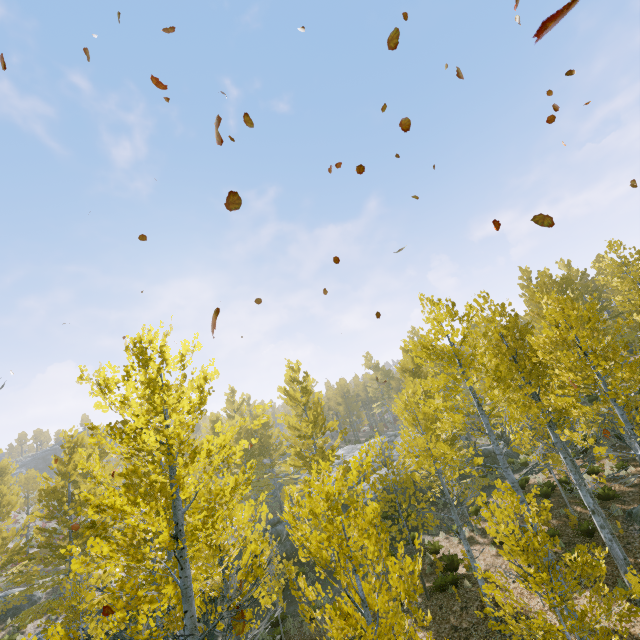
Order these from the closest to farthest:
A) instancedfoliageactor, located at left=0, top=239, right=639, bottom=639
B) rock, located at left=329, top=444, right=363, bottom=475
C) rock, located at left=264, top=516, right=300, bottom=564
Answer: instancedfoliageactor, located at left=0, top=239, right=639, bottom=639, rock, located at left=264, top=516, right=300, bottom=564, rock, located at left=329, top=444, right=363, bottom=475

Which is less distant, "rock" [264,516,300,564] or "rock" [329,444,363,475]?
"rock" [264,516,300,564]

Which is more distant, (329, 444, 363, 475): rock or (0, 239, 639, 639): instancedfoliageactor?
Answer: (329, 444, 363, 475): rock

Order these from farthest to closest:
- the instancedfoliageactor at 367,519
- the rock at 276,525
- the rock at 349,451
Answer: the rock at 349,451, the rock at 276,525, the instancedfoliageactor at 367,519

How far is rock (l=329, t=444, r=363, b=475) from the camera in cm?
2894

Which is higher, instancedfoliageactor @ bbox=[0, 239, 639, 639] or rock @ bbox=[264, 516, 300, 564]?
instancedfoliageactor @ bbox=[0, 239, 639, 639]

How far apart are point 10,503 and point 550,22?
29.2m

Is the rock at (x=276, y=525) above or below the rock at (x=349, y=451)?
below
